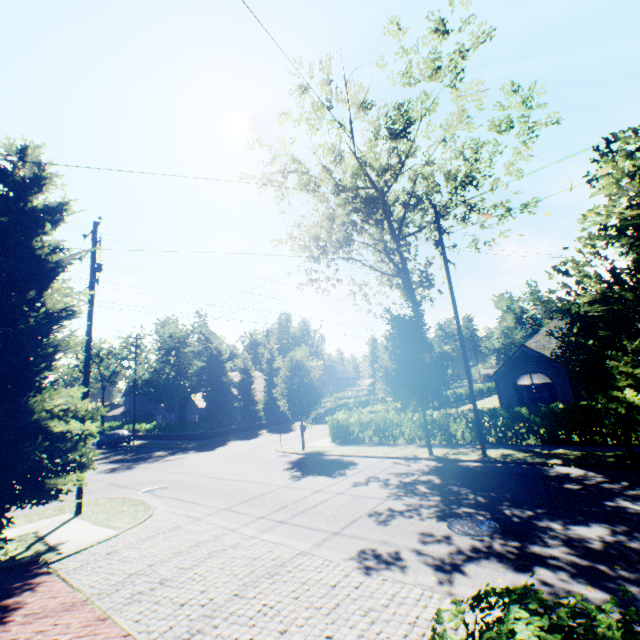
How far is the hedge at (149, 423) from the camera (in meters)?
32.91

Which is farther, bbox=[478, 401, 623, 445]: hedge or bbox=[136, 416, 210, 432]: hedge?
bbox=[136, 416, 210, 432]: hedge

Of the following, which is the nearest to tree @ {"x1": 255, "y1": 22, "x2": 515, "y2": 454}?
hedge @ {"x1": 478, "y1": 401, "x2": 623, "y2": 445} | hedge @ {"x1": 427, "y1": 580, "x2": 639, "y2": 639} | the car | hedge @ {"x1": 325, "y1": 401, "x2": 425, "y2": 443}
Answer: hedge @ {"x1": 325, "y1": 401, "x2": 425, "y2": 443}

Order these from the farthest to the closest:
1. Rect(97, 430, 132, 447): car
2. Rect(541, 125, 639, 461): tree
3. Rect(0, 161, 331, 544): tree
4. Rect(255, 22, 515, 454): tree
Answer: Rect(97, 430, 132, 447): car, Rect(255, 22, 515, 454): tree, Rect(0, 161, 331, 544): tree, Rect(541, 125, 639, 461): tree

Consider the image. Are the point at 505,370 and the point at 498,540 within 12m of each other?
no

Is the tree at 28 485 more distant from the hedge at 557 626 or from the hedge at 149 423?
the hedge at 557 626

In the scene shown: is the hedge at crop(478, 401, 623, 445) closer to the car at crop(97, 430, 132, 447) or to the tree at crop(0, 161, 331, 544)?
the tree at crop(0, 161, 331, 544)

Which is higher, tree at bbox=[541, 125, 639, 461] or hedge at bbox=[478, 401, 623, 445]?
tree at bbox=[541, 125, 639, 461]
